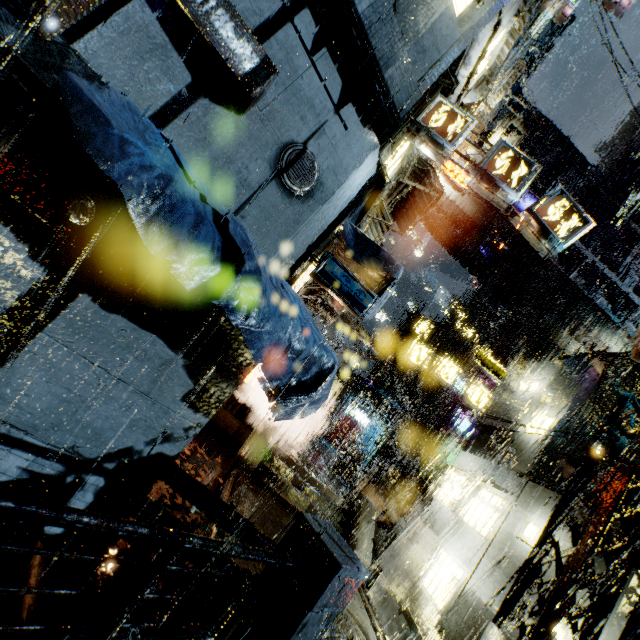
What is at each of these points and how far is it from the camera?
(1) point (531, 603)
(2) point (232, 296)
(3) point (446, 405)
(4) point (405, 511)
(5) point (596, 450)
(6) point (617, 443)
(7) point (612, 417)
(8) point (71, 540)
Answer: (1) building, 9.1 meters
(2) cloth, 3.8 meters
(3) building, 37.2 meters
(4) structural stair, 20.7 meters
(5) lamp, 7.8 meters
(6) lamp post, 7.9 meters
(7) support beam, 8.7 meters
(8) building, 4.7 meters

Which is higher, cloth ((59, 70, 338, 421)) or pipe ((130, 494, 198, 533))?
cloth ((59, 70, 338, 421))

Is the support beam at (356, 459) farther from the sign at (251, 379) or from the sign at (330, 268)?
the sign at (330, 268)

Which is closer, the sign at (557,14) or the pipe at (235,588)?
the pipe at (235,588)

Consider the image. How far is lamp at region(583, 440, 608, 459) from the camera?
7.6m

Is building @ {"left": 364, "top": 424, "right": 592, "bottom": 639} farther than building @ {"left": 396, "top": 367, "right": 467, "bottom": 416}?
No

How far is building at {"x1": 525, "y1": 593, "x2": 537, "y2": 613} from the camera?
8.9m
